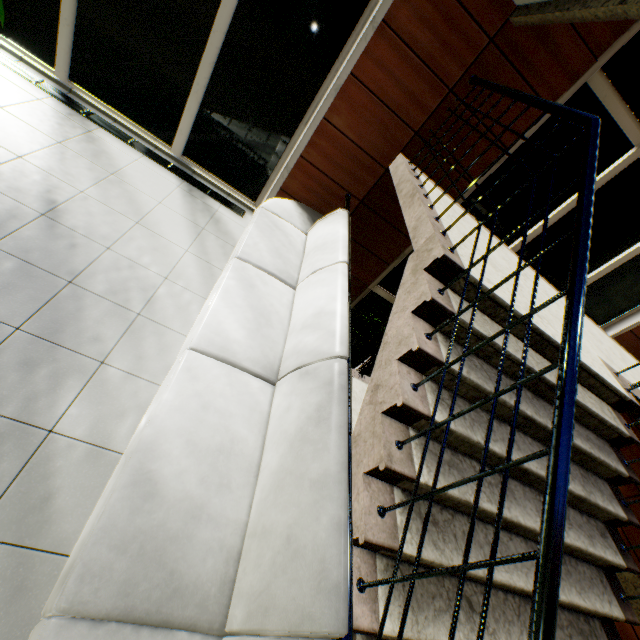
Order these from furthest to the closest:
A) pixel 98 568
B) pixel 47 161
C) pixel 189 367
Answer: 1. pixel 47 161
2. pixel 189 367
3. pixel 98 568
